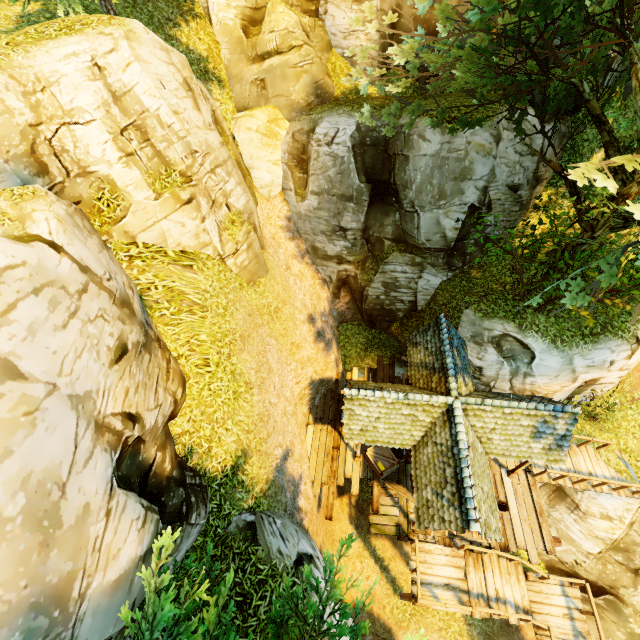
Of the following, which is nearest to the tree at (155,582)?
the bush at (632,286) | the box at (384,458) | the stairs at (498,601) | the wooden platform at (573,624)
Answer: the bush at (632,286)

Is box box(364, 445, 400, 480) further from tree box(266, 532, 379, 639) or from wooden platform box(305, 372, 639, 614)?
tree box(266, 532, 379, 639)

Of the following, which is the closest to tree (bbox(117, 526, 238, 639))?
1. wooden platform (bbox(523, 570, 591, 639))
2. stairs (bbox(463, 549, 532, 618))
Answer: stairs (bbox(463, 549, 532, 618))

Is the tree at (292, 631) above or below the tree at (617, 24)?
below

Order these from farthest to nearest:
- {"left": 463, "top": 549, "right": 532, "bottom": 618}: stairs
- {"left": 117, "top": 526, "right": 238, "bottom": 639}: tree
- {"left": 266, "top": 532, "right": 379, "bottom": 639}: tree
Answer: {"left": 463, "top": 549, "right": 532, "bottom": 618}: stairs, {"left": 266, "top": 532, "right": 379, "bottom": 639}: tree, {"left": 117, "top": 526, "right": 238, "bottom": 639}: tree

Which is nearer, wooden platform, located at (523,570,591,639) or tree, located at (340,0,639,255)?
tree, located at (340,0,639,255)

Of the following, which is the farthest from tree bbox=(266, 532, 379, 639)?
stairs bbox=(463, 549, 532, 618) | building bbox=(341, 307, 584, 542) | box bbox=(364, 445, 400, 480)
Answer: stairs bbox=(463, 549, 532, 618)

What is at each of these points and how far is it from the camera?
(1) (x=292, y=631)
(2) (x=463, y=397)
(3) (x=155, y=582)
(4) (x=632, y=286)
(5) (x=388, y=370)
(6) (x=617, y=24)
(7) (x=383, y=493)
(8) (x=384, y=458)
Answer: (1) tree, 5.9 meters
(2) building, 10.4 meters
(3) tree, 3.8 meters
(4) bush, 8.4 meters
(5) wooden platform, 16.4 meters
(6) tree, 6.6 meters
(7) wooden platform, 12.9 meters
(8) box, 13.0 meters
